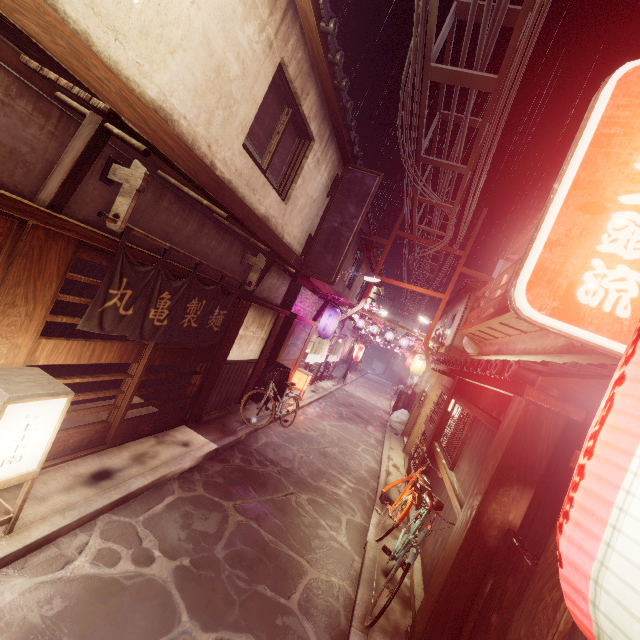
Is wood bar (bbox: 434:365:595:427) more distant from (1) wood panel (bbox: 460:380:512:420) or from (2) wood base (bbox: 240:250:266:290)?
(2) wood base (bbox: 240:250:266:290)

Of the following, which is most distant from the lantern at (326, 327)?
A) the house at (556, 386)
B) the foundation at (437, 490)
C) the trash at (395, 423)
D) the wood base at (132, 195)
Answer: the wood base at (132, 195)

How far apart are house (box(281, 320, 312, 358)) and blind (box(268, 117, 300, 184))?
8.08m

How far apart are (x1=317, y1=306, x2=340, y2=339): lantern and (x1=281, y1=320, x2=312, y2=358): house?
0.7m

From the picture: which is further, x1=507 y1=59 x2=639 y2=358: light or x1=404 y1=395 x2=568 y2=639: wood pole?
x1=404 y1=395 x2=568 y2=639: wood pole

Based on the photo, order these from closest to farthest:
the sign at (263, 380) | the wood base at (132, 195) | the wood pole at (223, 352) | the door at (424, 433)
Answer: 1. the wood base at (132, 195)
2. the wood pole at (223, 352)
3. the door at (424, 433)
4. the sign at (263, 380)

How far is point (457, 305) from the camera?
33.1 meters

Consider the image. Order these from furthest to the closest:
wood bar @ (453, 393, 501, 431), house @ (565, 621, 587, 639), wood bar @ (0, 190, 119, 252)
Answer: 1. wood bar @ (453, 393, 501, 431)
2. wood bar @ (0, 190, 119, 252)
3. house @ (565, 621, 587, 639)
